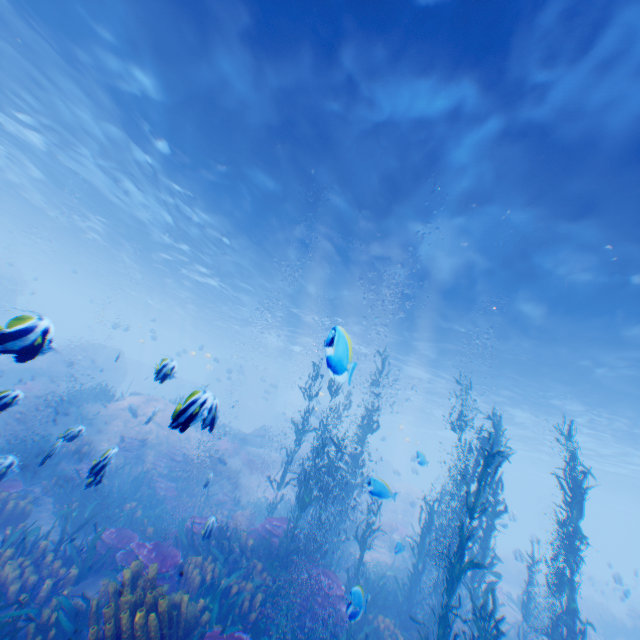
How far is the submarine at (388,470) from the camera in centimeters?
2426cm

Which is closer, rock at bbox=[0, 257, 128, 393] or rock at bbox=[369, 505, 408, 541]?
rock at bbox=[0, 257, 128, 393]

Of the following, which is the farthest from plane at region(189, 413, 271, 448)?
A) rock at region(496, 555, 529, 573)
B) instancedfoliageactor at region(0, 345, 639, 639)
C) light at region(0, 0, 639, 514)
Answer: light at region(0, 0, 639, 514)

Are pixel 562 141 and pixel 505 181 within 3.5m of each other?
yes

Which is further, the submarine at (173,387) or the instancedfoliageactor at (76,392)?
the instancedfoliageactor at (76,392)

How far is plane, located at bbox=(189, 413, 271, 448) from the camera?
4.90m

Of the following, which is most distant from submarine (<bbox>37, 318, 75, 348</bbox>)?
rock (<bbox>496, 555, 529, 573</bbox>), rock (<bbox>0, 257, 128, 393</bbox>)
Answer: rock (<bbox>496, 555, 529, 573</bbox>)

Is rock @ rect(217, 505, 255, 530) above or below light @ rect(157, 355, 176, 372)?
below
